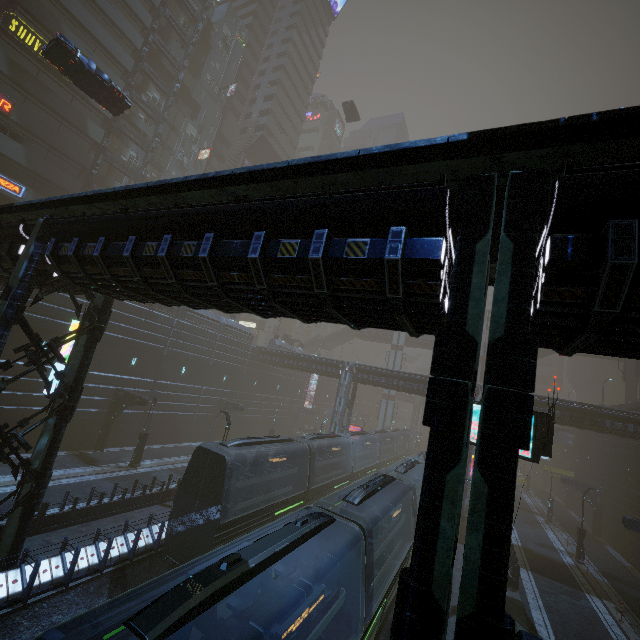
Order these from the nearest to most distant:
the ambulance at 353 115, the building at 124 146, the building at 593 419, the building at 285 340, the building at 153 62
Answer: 1. the building at 593 419
2. the building at 124 146
3. the building at 153 62
4. the ambulance at 353 115
5. the building at 285 340

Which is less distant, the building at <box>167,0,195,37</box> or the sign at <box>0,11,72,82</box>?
the sign at <box>0,11,72,82</box>

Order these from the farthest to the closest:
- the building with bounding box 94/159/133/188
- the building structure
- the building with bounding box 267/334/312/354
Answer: the building with bounding box 267/334/312/354, the building with bounding box 94/159/133/188, the building structure

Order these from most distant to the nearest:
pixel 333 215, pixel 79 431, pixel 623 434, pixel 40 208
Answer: pixel 623 434 < pixel 79 431 < pixel 40 208 < pixel 333 215

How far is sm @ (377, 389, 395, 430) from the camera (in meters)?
55.47

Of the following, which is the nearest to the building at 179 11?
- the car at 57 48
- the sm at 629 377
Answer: the sm at 629 377

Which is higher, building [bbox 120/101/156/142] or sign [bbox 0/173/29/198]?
building [bbox 120/101/156/142]

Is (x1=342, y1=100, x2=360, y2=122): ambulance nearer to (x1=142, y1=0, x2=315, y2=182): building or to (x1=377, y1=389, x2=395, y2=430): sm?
(x1=377, y1=389, x2=395, y2=430): sm
